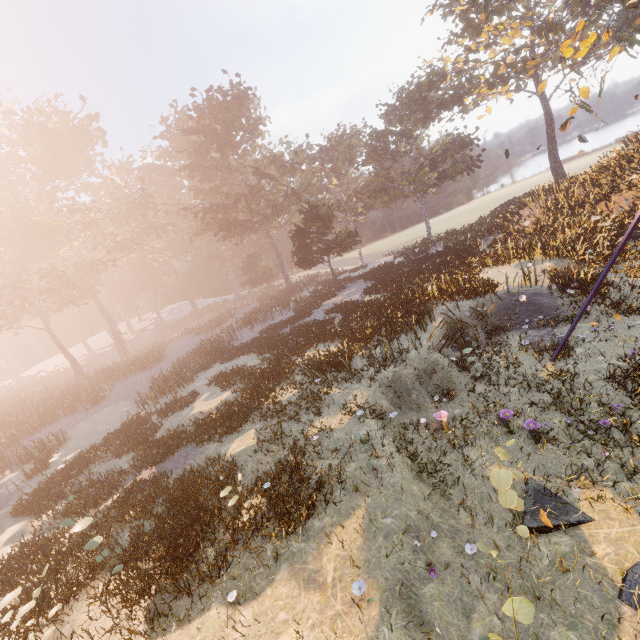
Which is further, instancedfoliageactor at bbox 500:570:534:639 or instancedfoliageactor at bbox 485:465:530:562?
instancedfoliageactor at bbox 485:465:530:562

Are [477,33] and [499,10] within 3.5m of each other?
yes

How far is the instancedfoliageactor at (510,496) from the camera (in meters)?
5.48

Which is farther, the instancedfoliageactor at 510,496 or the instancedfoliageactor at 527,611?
the instancedfoliageactor at 510,496

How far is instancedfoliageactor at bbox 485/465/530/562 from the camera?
5.48m
